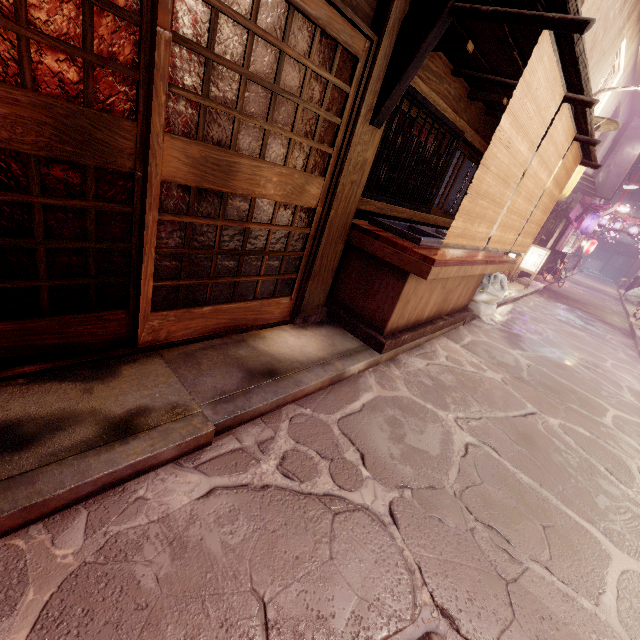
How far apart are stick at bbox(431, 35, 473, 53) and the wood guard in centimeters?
933cm

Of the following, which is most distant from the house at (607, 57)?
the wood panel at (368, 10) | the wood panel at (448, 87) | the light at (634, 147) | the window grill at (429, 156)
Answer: the wood panel at (368, 10)

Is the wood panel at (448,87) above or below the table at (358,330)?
above

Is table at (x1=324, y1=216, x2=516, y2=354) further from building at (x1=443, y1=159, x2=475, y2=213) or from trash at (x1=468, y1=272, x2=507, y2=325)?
building at (x1=443, y1=159, x2=475, y2=213)

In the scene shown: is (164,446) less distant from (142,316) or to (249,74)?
(142,316)

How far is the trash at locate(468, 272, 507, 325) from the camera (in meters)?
11.25

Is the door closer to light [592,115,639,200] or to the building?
the building

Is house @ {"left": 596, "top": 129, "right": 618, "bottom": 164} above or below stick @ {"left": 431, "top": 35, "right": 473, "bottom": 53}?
above
